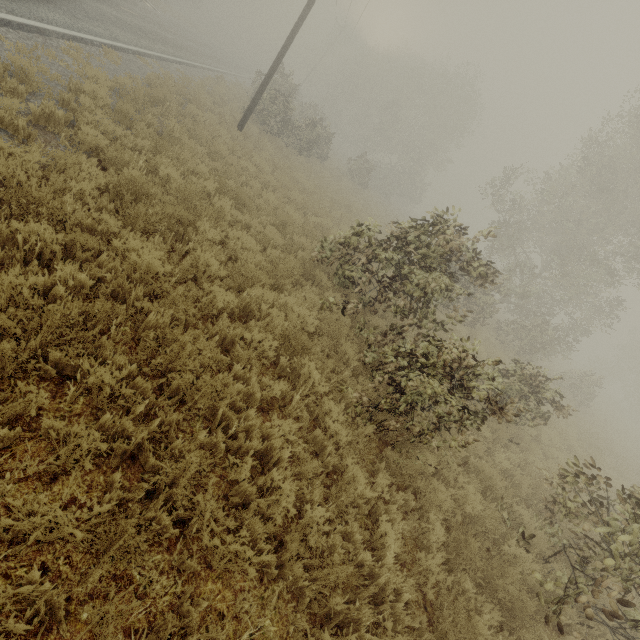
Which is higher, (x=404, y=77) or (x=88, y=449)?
(x=404, y=77)
